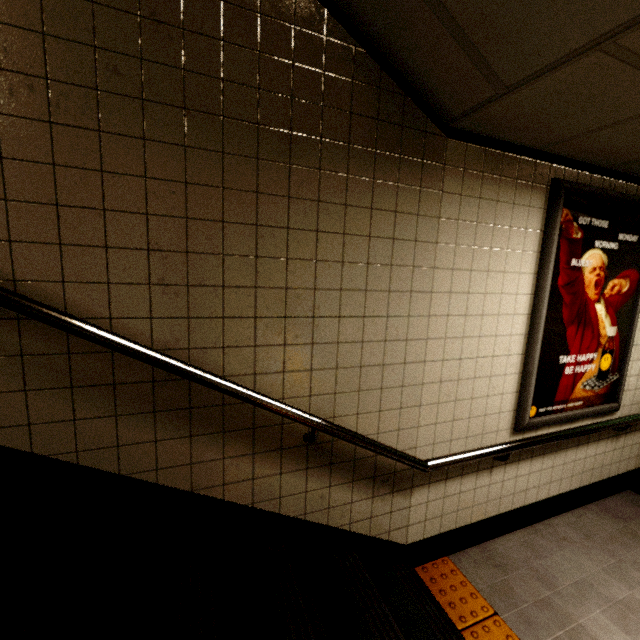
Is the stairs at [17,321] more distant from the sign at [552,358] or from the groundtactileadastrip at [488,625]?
the sign at [552,358]

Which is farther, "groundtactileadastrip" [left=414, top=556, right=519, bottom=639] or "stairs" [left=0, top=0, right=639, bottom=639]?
"groundtactileadastrip" [left=414, top=556, right=519, bottom=639]

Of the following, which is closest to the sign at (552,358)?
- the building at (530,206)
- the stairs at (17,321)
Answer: the building at (530,206)

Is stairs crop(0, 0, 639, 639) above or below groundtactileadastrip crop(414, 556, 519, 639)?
above

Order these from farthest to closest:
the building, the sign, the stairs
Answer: the sign
the building
the stairs

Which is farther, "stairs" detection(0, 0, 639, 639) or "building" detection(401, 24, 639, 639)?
"building" detection(401, 24, 639, 639)

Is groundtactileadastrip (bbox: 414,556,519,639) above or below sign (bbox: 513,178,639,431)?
below

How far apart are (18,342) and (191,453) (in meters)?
0.84
